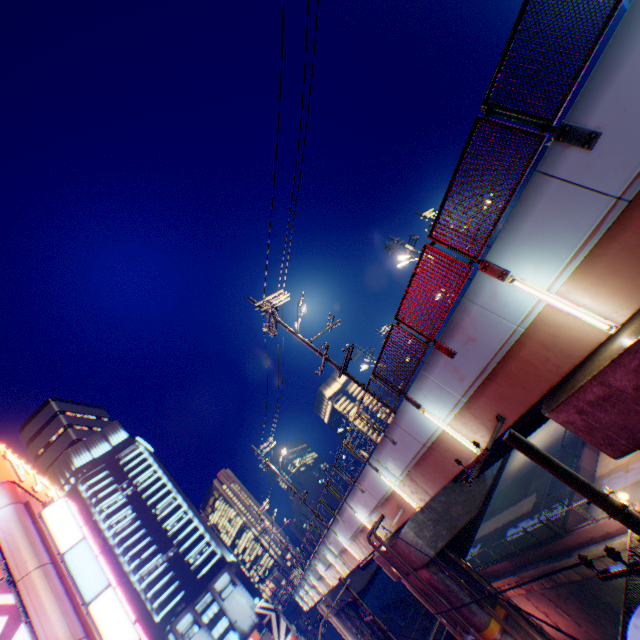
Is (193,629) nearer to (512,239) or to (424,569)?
(424,569)

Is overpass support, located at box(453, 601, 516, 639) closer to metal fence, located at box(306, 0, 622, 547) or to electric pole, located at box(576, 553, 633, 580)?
metal fence, located at box(306, 0, 622, 547)

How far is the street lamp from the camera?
5.7 meters

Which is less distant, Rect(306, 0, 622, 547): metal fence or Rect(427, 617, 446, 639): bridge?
Rect(306, 0, 622, 547): metal fence

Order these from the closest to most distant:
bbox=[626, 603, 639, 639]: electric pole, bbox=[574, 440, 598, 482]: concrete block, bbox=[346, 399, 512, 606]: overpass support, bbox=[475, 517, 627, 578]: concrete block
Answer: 1. bbox=[626, 603, 639, 639]: electric pole
2. bbox=[346, 399, 512, 606]: overpass support
3. bbox=[475, 517, 627, 578]: concrete block
4. bbox=[574, 440, 598, 482]: concrete block

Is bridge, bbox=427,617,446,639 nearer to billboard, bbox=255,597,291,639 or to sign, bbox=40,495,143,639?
billboard, bbox=255,597,291,639

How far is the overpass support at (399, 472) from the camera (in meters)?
10.42

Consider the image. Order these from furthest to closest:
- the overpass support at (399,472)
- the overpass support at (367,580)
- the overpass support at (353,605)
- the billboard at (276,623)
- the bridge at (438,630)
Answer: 1. the billboard at (276,623)
2. the bridge at (438,630)
3. the overpass support at (353,605)
4. the overpass support at (367,580)
5. the overpass support at (399,472)
